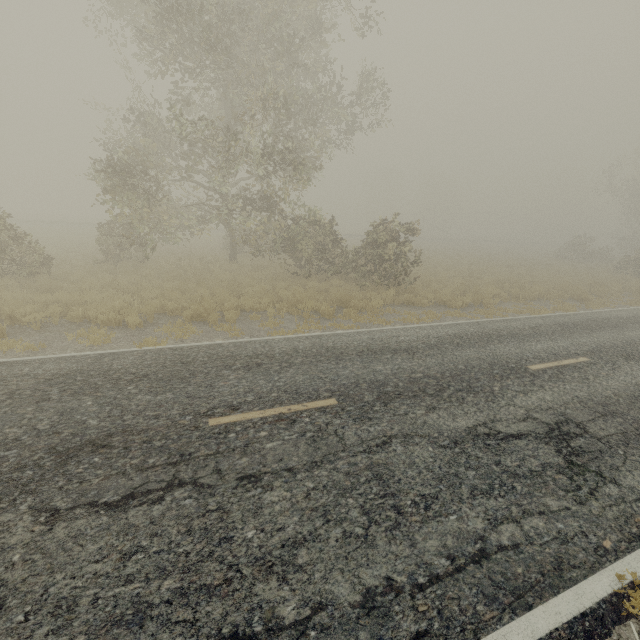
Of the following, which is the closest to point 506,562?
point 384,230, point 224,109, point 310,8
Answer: point 384,230
